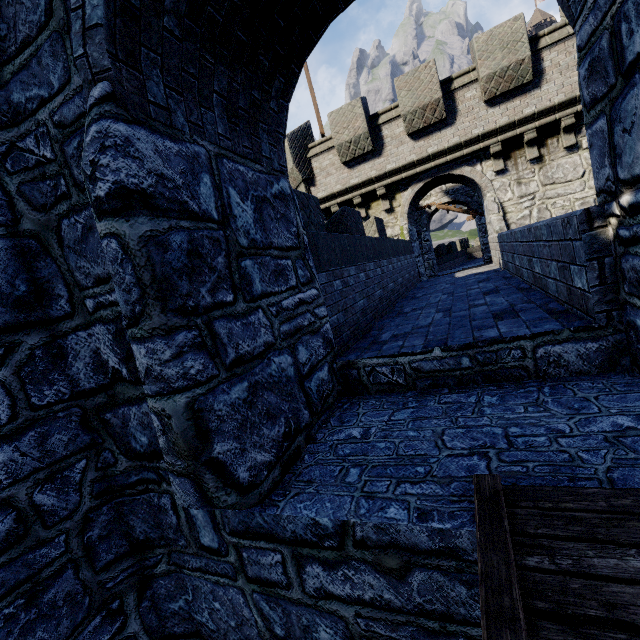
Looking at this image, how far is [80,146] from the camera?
2.3m
